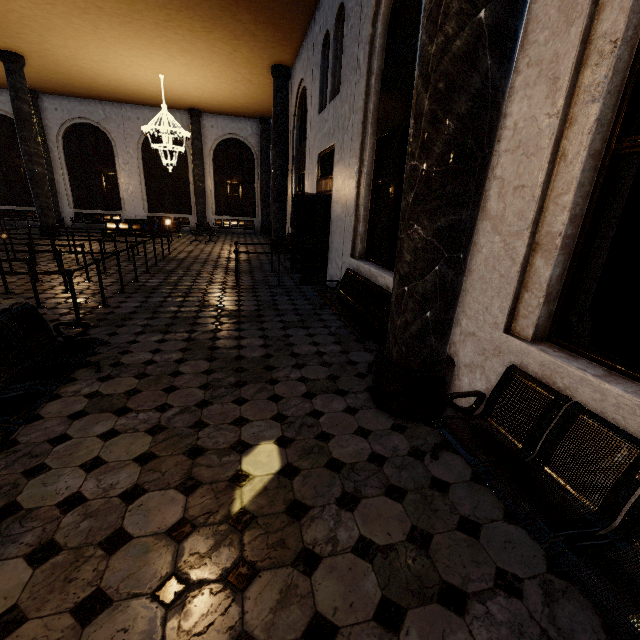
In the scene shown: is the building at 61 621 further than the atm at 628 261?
No

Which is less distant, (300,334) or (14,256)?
(300,334)

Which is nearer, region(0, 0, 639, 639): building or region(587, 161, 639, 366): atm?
region(0, 0, 639, 639): building
